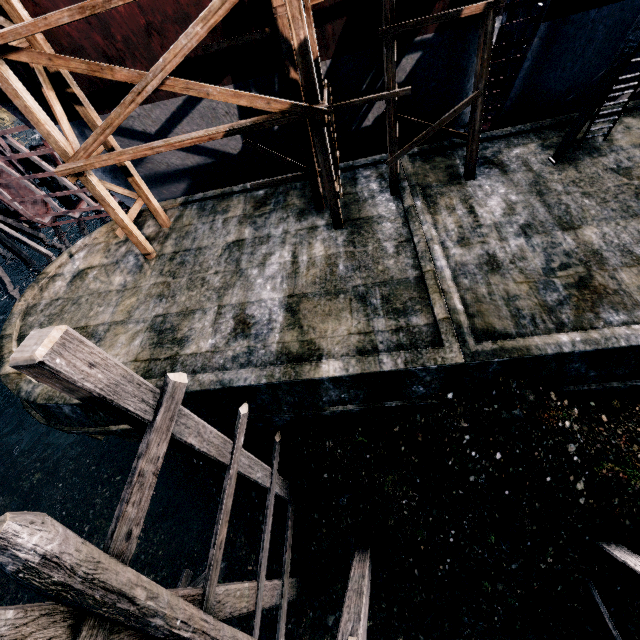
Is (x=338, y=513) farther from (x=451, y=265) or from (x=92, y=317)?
(x=92, y=317)

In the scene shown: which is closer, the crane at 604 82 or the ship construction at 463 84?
the crane at 604 82

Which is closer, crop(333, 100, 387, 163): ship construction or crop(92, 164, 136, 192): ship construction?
crop(333, 100, 387, 163): ship construction

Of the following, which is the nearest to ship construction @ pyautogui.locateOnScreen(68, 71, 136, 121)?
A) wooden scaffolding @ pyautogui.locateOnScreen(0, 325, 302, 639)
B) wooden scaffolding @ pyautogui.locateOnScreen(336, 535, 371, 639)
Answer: wooden scaffolding @ pyautogui.locateOnScreen(0, 325, 302, 639)

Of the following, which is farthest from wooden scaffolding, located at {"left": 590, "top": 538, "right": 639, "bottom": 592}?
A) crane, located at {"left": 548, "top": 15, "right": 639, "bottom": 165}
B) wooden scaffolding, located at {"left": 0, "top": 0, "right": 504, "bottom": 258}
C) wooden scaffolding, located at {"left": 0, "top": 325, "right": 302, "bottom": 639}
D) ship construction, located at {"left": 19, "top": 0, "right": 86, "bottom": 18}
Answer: ship construction, located at {"left": 19, "top": 0, "right": 86, "bottom": 18}

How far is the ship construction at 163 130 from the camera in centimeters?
1271cm

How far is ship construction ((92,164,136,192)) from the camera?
16.6 meters
